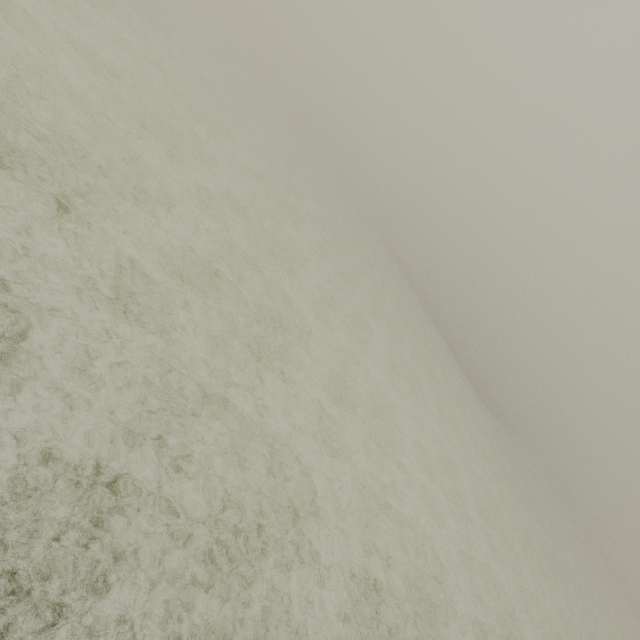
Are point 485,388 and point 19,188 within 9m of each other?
no
